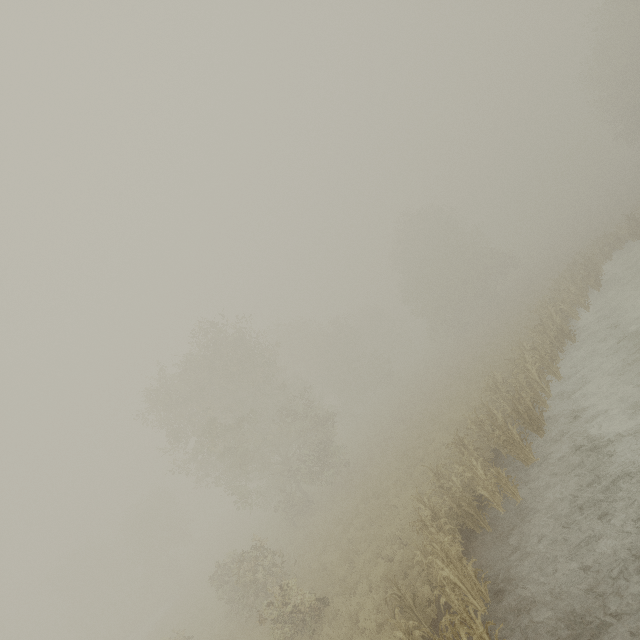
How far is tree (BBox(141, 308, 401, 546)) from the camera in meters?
24.2

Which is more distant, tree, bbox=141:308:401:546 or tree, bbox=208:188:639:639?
tree, bbox=141:308:401:546

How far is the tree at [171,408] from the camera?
24.20m

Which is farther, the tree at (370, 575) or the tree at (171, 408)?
the tree at (171, 408)

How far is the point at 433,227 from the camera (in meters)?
46.38
